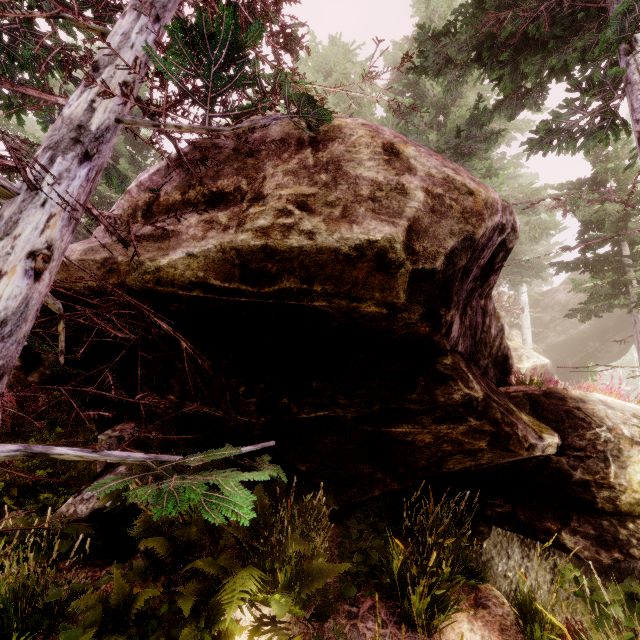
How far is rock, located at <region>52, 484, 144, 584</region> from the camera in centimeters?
429cm

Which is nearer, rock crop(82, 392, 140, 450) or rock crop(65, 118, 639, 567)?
rock crop(65, 118, 639, 567)

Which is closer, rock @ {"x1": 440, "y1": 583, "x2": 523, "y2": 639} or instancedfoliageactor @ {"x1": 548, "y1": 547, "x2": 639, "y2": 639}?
instancedfoliageactor @ {"x1": 548, "y1": 547, "x2": 639, "y2": 639}

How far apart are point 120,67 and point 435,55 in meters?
7.3 m

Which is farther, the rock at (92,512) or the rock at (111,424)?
the rock at (111,424)

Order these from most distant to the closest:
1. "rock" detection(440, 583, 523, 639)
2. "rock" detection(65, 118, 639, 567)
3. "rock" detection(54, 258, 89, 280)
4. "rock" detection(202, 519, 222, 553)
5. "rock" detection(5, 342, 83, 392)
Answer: "rock" detection(5, 342, 83, 392) → "rock" detection(202, 519, 222, 553) → "rock" detection(440, 583, 523, 639) → "rock" detection(54, 258, 89, 280) → "rock" detection(65, 118, 639, 567)

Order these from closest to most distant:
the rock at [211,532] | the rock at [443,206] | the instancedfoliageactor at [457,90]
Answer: the instancedfoliageactor at [457,90] → the rock at [443,206] → the rock at [211,532]
